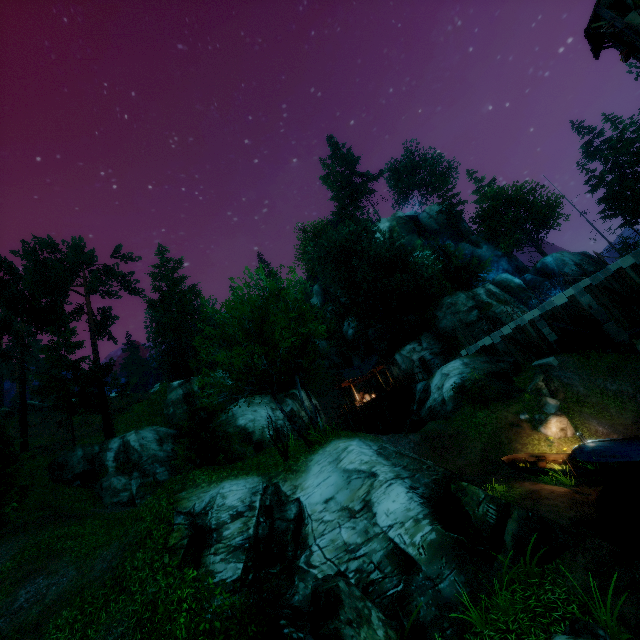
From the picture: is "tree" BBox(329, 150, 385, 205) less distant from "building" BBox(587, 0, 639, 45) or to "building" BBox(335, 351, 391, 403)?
"building" BBox(335, 351, 391, 403)

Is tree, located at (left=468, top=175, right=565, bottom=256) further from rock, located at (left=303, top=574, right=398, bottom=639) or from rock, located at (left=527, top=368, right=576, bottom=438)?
rock, located at (left=527, top=368, right=576, bottom=438)

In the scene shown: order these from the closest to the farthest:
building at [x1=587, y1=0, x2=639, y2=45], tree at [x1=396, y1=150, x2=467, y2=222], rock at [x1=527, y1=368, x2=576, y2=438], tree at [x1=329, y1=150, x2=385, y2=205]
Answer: building at [x1=587, y1=0, x2=639, y2=45] → rock at [x1=527, y1=368, x2=576, y2=438] → tree at [x1=396, y1=150, x2=467, y2=222] → tree at [x1=329, y1=150, x2=385, y2=205]

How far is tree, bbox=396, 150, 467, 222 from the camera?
53.0m

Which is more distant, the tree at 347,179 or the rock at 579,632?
the tree at 347,179

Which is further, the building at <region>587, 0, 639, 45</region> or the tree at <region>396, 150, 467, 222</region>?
the tree at <region>396, 150, 467, 222</region>

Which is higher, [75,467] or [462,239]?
[462,239]

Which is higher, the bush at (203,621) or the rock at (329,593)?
the bush at (203,621)
